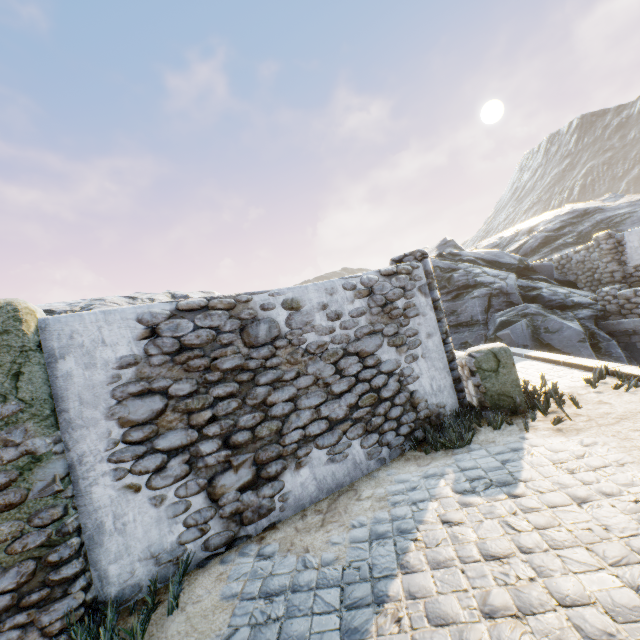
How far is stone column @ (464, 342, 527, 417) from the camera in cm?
544

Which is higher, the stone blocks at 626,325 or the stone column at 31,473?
→ the stone column at 31,473

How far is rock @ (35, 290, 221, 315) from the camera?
11.45m

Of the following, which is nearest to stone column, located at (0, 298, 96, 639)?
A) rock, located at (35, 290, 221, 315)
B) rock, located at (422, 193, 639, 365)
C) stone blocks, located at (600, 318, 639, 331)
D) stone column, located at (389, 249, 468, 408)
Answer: rock, located at (35, 290, 221, 315)

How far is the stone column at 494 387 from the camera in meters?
5.4

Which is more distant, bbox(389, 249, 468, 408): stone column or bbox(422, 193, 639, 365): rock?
bbox(422, 193, 639, 365): rock

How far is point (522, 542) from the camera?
2.8 meters
